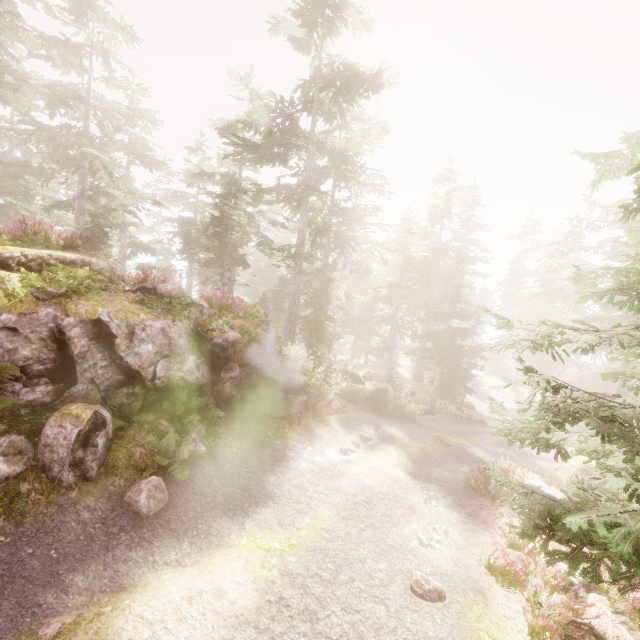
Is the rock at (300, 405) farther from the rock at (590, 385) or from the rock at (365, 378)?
the rock at (590, 385)

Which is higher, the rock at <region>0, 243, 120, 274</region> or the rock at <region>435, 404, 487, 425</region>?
the rock at <region>0, 243, 120, 274</region>

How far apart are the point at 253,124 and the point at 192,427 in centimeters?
1742cm

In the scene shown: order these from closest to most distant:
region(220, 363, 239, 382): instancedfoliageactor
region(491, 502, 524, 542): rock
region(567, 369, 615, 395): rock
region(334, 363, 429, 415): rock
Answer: region(491, 502, 524, 542): rock, region(220, 363, 239, 382): instancedfoliageactor, region(334, 363, 429, 415): rock, region(567, 369, 615, 395): rock

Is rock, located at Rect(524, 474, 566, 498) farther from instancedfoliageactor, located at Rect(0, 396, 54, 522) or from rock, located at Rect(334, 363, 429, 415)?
rock, located at Rect(334, 363, 429, 415)

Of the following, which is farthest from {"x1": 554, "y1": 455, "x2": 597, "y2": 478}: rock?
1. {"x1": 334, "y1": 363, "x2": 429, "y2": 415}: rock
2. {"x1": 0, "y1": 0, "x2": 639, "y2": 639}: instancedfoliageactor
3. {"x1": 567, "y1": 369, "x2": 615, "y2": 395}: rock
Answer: {"x1": 567, "y1": 369, "x2": 615, "y2": 395}: rock

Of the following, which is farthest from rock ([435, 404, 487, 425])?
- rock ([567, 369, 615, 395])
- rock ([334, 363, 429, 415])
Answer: rock ([567, 369, 615, 395])

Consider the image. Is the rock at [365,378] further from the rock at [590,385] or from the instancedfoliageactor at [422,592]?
the rock at [590,385]
